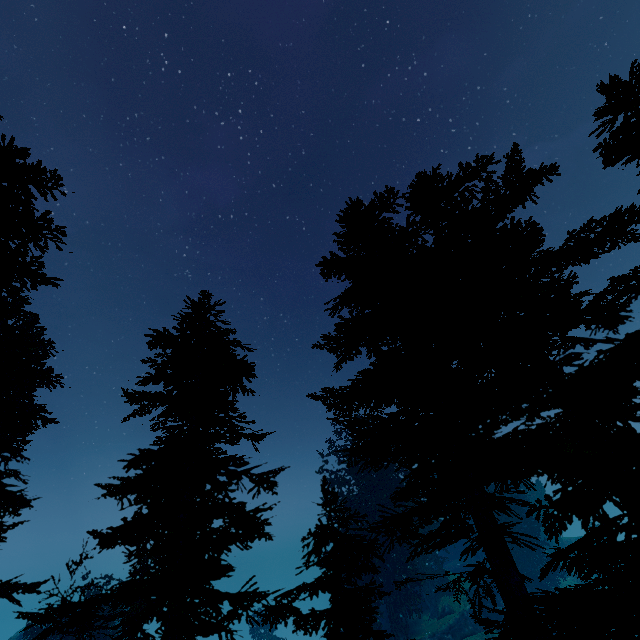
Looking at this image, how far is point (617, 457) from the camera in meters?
4.6

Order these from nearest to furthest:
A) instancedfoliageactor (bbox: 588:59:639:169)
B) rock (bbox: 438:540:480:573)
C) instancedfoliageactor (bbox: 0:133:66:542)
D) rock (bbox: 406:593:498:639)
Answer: instancedfoliageactor (bbox: 588:59:639:169)
instancedfoliageactor (bbox: 0:133:66:542)
rock (bbox: 406:593:498:639)
rock (bbox: 438:540:480:573)

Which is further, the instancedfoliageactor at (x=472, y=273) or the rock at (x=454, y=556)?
the rock at (x=454, y=556)

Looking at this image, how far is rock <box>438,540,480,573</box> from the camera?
43.50m

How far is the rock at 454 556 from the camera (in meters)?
43.50

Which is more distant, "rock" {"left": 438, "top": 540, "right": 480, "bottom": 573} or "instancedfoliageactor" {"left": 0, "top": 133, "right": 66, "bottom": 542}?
"rock" {"left": 438, "top": 540, "right": 480, "bottom": 573}

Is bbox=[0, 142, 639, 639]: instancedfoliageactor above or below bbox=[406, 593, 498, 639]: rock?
above

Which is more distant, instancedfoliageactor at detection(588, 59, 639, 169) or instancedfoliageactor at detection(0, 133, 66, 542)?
instancedfoliageactor at detection(0, 133, 66, 542)
